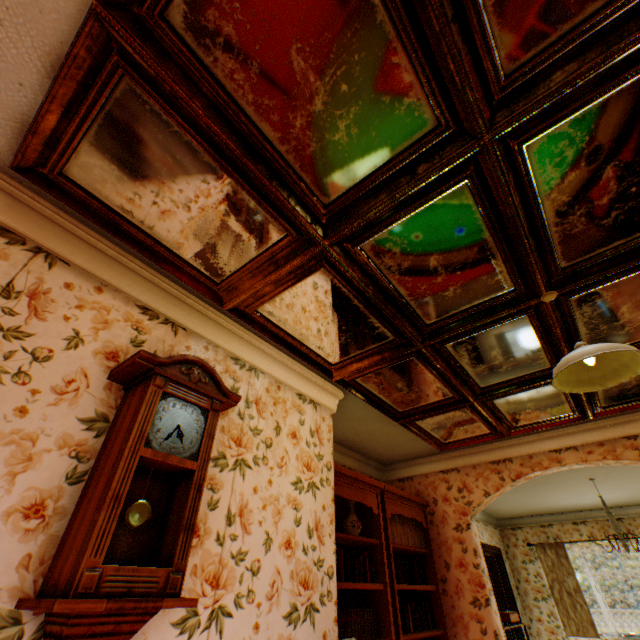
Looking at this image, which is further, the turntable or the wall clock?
the turntable

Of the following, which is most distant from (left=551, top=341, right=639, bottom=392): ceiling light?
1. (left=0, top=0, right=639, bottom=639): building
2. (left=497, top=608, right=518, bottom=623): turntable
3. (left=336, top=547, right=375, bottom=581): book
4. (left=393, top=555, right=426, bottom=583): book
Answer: (left=497, top=608, right=518, bottom=623): turntable

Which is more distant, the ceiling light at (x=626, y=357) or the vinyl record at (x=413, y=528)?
the vinyl record at (x=413, y=528)

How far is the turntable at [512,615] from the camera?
6.2 meters

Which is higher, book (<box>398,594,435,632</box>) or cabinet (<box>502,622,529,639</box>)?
book (<box>398,594,435,632</box>)

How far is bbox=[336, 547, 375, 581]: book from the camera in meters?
3.2

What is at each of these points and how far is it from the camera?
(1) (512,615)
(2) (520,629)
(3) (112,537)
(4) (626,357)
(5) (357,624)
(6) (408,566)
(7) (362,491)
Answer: (1) turntable, 6.39m
(2) cabinet, 6.46m
(3) wall clock, 1.46m
(4) ceiling light, 1.96m
(5) book, 3.14m
(6) book, 4.26m
(7) bookshelf, 3.89m

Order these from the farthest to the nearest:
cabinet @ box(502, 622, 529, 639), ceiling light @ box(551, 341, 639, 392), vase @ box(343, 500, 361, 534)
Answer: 1. cabinet @ box(502, 622, 529, 639)
2. vase @ box(343, 500, 361, 534)
3. ceiling light @ box(551, 341, 639, 392)
